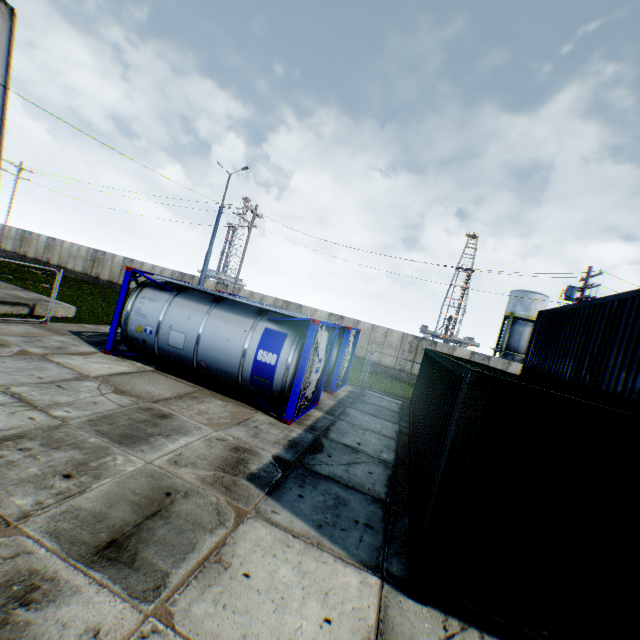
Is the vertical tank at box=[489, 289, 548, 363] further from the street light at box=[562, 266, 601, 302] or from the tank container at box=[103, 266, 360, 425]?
the tank container at box=[103, 266, 360, 425]

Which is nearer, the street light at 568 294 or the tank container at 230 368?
the tank container at 230 368

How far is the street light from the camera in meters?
16.8

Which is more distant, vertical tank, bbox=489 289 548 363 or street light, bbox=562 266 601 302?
vertical tank, bbox=489 289 548 363

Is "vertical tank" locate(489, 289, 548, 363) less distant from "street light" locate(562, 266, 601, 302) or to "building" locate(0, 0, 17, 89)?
"street light" locate(562, 266, 601, 302)

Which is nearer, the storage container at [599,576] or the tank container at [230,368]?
the storage container at [599,576]

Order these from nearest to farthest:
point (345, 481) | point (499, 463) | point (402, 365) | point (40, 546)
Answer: point (40, 546) → point (499, 463) → point (345, 481) → point (402, 365)

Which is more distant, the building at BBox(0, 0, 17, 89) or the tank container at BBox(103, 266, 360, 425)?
the building at BBox(0, 0, 17, 89)
